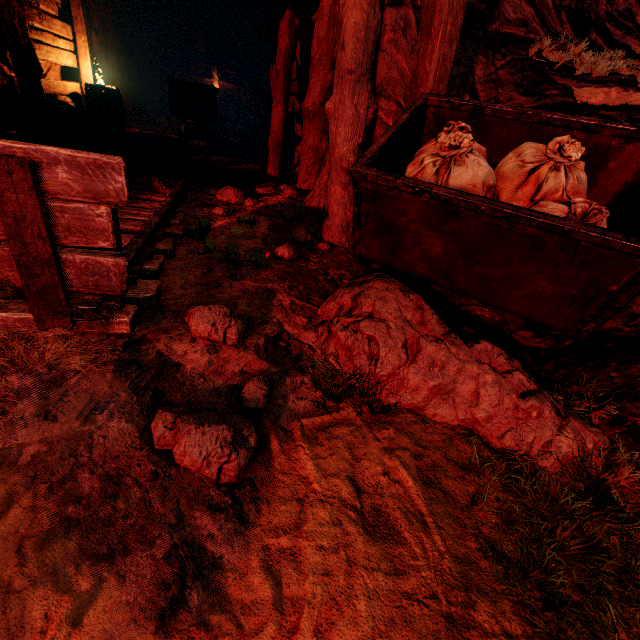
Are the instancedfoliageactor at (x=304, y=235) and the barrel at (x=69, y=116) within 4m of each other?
no

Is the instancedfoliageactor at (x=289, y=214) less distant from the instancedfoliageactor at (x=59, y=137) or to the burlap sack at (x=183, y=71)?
the instancedfoliageactor at (x=59, y=137)

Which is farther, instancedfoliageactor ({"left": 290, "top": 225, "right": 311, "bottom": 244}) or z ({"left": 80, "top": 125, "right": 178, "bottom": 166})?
z ({"left": 80, "top": 125, "right": 178, "bottom": 166})

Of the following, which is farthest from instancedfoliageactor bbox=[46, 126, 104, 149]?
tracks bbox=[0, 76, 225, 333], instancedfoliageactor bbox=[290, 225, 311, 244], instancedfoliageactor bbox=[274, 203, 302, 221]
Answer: instancedfoliageactor bbox=[290, 225, 311, 244]

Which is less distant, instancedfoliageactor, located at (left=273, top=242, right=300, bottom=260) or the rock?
the rock

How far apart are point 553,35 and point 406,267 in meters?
4.4 m

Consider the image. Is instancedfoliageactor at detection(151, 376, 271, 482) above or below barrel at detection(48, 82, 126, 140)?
below

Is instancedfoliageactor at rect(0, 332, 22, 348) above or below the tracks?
below
